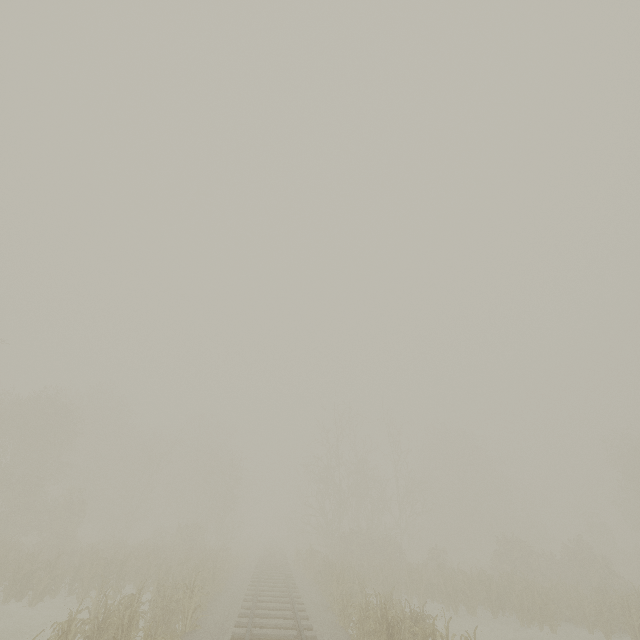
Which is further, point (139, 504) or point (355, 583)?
point (139, 504)
